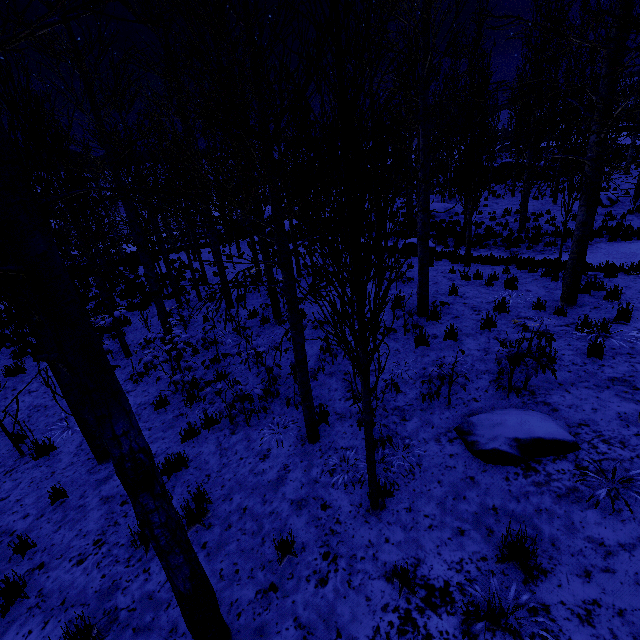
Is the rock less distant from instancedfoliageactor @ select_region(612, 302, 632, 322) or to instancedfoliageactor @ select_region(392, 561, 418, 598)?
instancedfoliageactor @ select_region(612, 302, 632, 322)

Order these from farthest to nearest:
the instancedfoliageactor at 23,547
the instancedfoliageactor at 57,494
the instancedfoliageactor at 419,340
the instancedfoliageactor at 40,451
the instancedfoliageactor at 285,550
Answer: the instancedfoliageactor at 419,340 → the instancedfoliageactor at 40,451 → the instancedfoliageactor at 57,494 → the instancedfoliageactor at 23,547 → the instancedfoliageactor at 285,550

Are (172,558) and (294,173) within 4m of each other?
no

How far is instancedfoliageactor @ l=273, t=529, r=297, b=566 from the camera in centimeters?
339cm

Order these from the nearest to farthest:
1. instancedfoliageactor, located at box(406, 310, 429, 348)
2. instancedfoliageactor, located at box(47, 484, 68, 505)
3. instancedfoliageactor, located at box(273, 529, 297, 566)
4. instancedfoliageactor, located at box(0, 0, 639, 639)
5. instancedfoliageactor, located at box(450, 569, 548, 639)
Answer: instancedfoliageactor, located at box(0, 0, 639, 639)
instancedfoliageactor, located at box(450, 569, 548, 639)
instancedfoliageactor, located at box(273, 529, 297, 566)
instancedfoliageactor, located at box(47, 484, 68, 505)
instancedfoliageactor, located at box(406, 310, 429, 348)

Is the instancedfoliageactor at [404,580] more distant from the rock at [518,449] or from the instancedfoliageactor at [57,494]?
the rock at [518,449]

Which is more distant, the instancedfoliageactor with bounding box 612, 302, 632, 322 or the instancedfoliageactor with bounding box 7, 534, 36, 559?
the instancedfoliageactor with bounding box 612, 302, 632, 322

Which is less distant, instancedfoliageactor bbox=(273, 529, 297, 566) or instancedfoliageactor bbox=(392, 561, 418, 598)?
instancedfoliageactor bbox=(392, 561, 418, 598)
